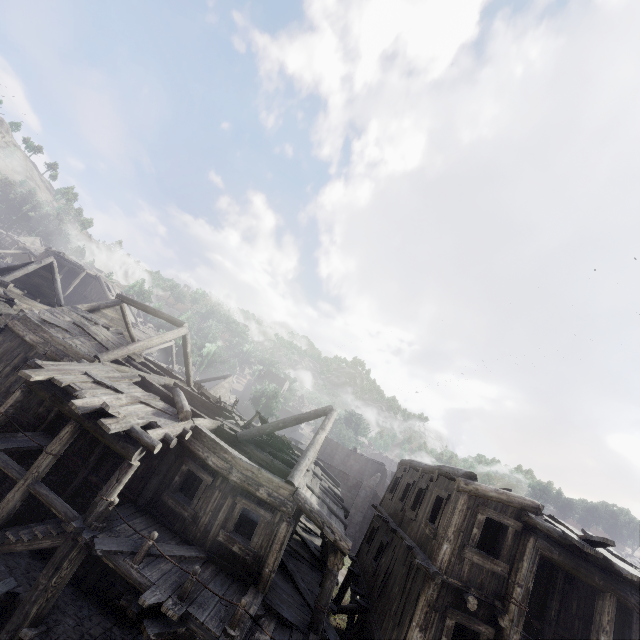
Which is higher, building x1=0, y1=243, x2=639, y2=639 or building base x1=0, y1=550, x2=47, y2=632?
building x1=0, y1=243, x2=639, y2=639

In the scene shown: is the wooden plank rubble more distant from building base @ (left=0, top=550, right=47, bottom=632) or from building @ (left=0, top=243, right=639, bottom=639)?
building base @ (left=0, top=550, right=47, bottom=632)

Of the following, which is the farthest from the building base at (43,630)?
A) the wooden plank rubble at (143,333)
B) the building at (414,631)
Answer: the wooden plank rubble at (143,333)

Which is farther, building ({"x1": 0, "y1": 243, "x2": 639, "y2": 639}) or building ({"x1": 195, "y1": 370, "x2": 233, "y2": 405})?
building ({"x1": 195, "y1": 370, "x2": 233, "y2": 405})

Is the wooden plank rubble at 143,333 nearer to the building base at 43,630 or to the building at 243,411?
the building at 243,411

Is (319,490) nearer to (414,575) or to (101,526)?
(414,575)

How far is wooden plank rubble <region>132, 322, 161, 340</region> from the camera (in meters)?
38.91

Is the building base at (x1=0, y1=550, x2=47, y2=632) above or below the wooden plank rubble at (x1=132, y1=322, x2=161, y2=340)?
below
